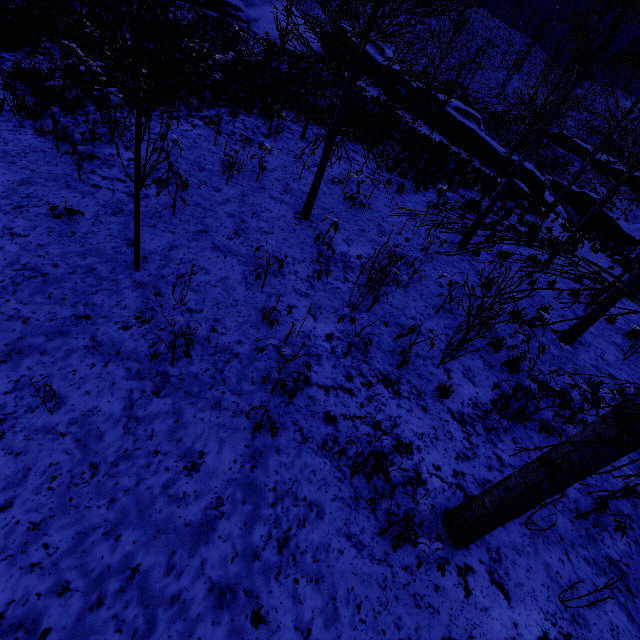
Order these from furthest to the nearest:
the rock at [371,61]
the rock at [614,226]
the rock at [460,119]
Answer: the rock at [614,226] → the rock at [371,61] → the rock at [460,119]

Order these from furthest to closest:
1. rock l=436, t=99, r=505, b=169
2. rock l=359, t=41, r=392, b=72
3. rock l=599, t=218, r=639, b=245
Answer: rock l=599, t=218, r=639, b=245, rock l=359, t=41, r=392, b=72, rock l=436, t=99, r=505, b=169

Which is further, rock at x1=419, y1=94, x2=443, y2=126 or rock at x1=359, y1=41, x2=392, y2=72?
rock at x1=359, y1=41, x2=392, y2=72

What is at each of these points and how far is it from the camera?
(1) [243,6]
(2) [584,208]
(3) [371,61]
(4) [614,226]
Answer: (1) rock, 25.34m
(2) rock, 29.86m
(3) rock, 27.67m
(4) rock, 29.31m

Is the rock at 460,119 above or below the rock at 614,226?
above

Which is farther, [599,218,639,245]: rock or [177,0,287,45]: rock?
[599,218,639,245]: rock

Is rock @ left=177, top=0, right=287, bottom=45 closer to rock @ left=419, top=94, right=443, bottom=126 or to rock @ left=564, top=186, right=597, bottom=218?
rock @ left=419, top=94, right=443, bottom=126
